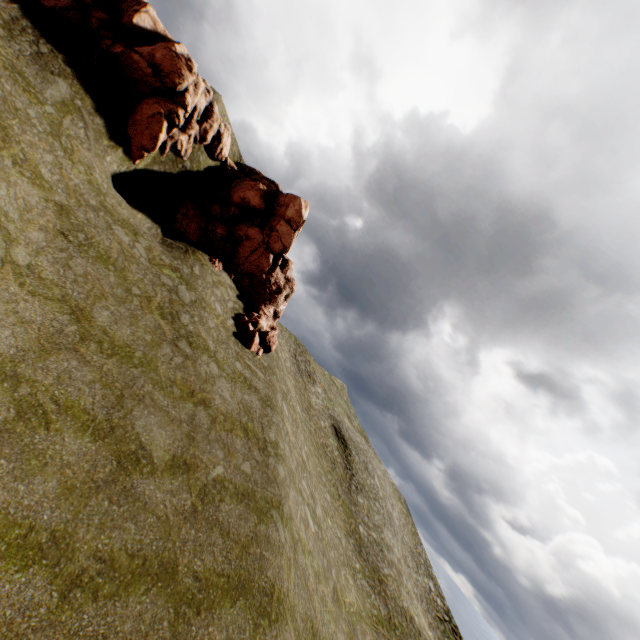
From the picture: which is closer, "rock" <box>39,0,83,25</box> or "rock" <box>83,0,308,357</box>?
"rock" <box>39,0,83,25</box>

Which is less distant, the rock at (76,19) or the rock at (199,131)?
the rock at (76,19)

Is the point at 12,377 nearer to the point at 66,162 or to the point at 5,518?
the point at 5,518
